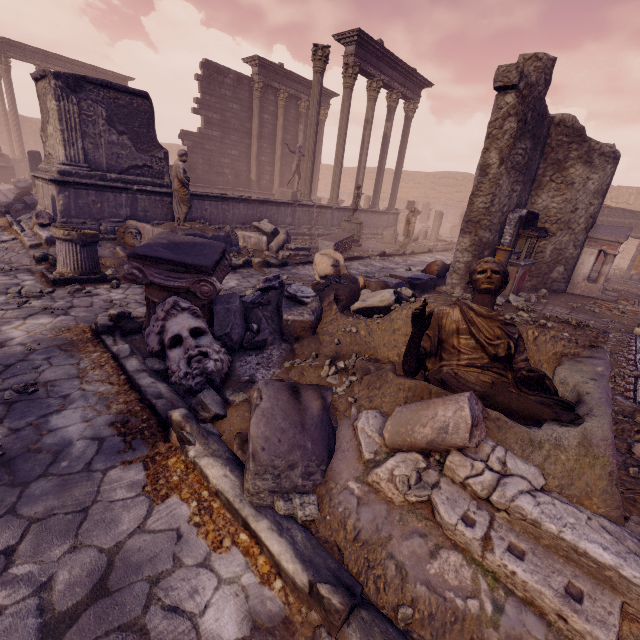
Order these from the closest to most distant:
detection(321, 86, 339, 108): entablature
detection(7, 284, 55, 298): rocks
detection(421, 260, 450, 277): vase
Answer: detection(7, 284, 55, 298): rocks < detection(421, 260, 450, 277): vase < detection(321, 86, 339, 108): entablature

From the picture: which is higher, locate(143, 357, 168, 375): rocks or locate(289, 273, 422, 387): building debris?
locate(289, 273, 422, 387): building debris

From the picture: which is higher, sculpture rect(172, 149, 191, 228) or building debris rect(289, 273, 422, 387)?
sculpture rect(172, 149, 191, 228)

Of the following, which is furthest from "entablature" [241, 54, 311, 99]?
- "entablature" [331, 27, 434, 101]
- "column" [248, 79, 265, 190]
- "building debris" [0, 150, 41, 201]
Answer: "building debris" [0, 150, 41, 201]

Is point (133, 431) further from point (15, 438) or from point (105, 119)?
point (105, 119)

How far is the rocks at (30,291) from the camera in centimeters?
492cm

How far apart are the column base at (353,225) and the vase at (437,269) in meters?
4.2

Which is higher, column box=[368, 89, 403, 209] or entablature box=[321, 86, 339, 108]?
entablature box=[321, 86, 339, 108]
